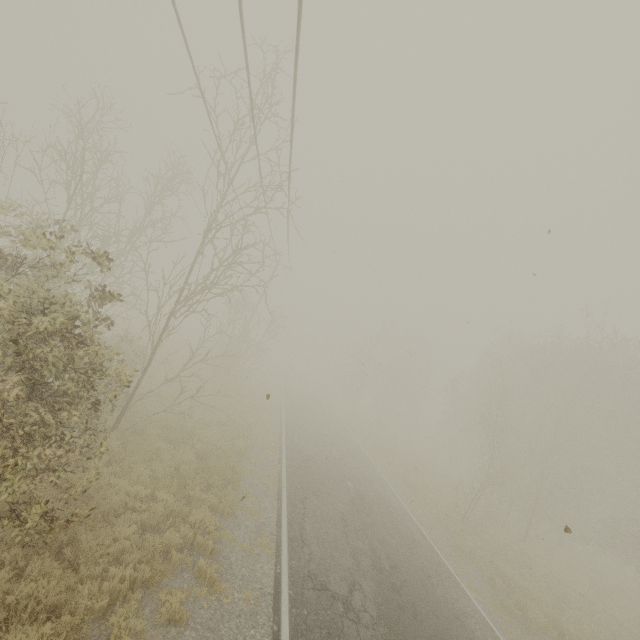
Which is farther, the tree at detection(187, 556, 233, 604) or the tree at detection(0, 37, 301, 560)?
the tree at detection(187, 556, 233, 604)

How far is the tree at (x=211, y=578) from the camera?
6.7 meters

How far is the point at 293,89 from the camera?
7.0m

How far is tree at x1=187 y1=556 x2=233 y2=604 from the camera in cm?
674

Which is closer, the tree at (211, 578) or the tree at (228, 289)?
the tree at (228, 289)
